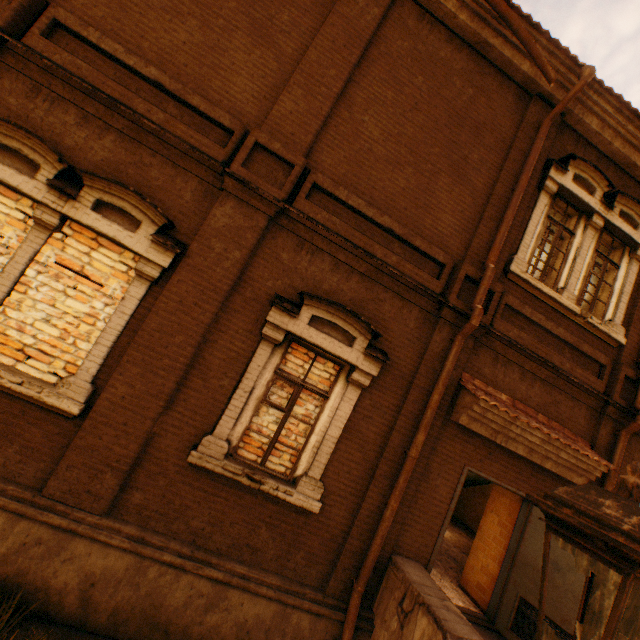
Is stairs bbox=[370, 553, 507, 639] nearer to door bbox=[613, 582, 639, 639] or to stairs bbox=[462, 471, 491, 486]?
door bbox=[613, 582, 639, 639]

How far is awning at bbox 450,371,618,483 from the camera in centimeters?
518cm

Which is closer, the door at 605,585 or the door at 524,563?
the door at 605,585

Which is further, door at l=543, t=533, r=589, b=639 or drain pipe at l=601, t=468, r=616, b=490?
drain pipe at l=601, t=468, r=616, b=490

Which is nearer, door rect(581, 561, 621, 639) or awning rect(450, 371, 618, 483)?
door rect(581, 561, 621, 639)

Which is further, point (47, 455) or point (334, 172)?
point (334, 172)

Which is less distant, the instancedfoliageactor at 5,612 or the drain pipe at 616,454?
the instancedfoliageactor at 5,612

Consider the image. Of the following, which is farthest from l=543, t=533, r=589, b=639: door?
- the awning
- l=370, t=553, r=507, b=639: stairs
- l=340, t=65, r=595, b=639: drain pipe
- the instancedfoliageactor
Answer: the instancedfoliageactor
